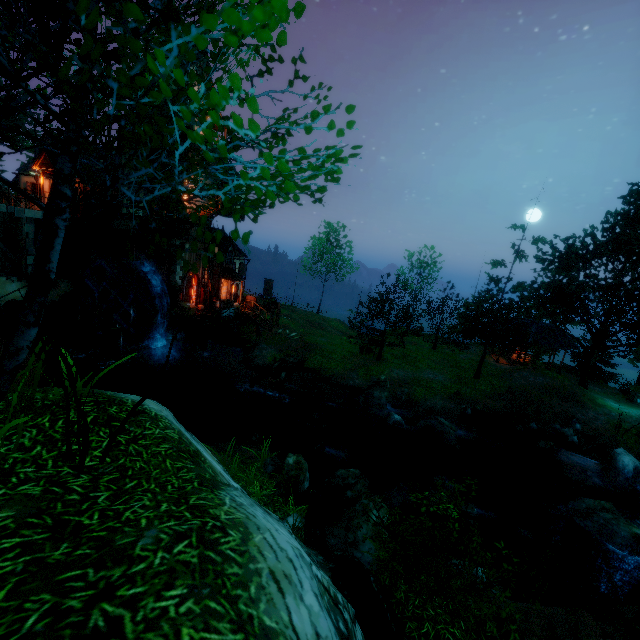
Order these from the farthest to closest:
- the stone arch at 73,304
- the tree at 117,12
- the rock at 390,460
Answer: the stone arch at 73,304 < the rock at 390,460 < the tree at 117,12

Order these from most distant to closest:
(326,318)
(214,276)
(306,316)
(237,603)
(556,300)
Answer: (326,318), (306,316), (214,276), (556,300), (237,603)

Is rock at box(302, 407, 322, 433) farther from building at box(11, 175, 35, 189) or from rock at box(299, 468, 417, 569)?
building at box(11, 175, 35, 189)

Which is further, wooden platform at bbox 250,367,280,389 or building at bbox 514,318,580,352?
building at bbox 514,318,580,352

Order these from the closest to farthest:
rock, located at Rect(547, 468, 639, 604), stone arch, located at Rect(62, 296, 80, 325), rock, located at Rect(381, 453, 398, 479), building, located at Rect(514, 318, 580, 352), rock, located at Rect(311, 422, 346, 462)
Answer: rock, located at Rect(547, 468, 639, 604) < rock, located at Rect(311, 422, 346, 462) < rock, located at Rect(381, 453, 398, 479) < stone arch, located at Rect(62, 296, 80, 325) < building, located at Rect(514, 318, 580, 352)

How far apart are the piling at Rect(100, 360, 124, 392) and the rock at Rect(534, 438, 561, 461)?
26.3m

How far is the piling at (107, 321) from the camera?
20.3 meters

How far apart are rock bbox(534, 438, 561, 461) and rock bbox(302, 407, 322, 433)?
12.4m
